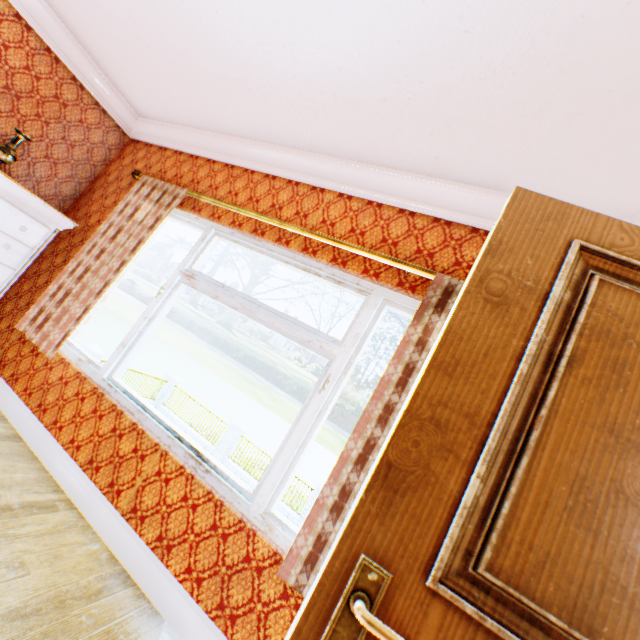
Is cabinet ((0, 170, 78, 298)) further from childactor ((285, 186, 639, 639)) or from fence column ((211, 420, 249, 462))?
fence column ((211, 420, 249, 462))

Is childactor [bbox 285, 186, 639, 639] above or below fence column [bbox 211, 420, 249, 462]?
above

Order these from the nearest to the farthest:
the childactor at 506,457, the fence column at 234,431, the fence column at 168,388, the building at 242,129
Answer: the childactor at 506,457
the building at 242,129
the fence column at 234,431
the fence column at 168,388

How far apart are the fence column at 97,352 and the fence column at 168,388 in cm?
478

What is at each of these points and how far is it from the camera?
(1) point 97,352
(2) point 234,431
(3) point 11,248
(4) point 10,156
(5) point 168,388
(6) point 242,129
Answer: (1) fence column, 14.54m
(2) fence column, 16.92m
(3) cabinet, 2.83m
(4) vase, 2.80m
(5) fence column, 19.09m
(6) building, 3.01m

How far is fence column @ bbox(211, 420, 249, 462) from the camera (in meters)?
16.64

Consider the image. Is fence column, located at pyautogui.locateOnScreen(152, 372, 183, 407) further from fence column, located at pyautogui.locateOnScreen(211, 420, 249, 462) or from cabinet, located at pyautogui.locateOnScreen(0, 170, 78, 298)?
cabinet, located at pyautogui.locateOnScreen(0, 170, 78, 298)

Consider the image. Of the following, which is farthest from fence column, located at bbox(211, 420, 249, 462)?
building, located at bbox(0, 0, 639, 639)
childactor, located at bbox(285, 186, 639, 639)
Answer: childactor, located at bbox(285, 186, 639, 639)
